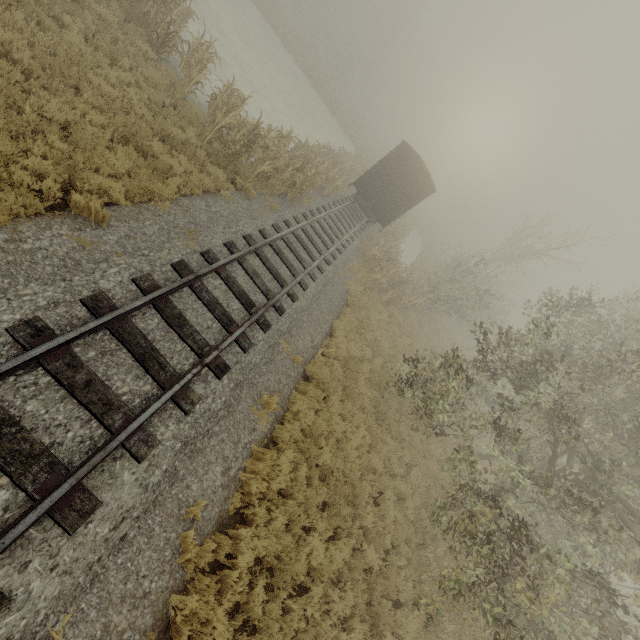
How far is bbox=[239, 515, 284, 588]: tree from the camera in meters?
5.7

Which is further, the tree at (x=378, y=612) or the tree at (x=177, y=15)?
the tree at (x=177, y=15)

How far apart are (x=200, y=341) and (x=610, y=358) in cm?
938

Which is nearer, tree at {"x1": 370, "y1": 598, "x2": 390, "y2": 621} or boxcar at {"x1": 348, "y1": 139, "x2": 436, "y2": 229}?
tree at {"x1": 370, "y1": 598, "x2": 390, "y2": 621}

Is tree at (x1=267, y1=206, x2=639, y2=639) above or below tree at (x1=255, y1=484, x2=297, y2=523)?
above

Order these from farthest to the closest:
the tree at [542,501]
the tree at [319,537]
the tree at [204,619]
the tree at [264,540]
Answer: the tree at [542,501]
the tree at [319,537]
the tree at [264,540]
the tree at [204,619]

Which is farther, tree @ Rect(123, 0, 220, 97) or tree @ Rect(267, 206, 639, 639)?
tree @ Rect(123, 0, 220, 97)

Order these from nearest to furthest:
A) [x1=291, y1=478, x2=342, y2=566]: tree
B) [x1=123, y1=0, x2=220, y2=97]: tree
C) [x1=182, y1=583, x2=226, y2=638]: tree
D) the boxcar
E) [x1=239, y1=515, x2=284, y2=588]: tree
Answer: [x1=182, y1=583, x2=226, y2=638]: tree < [x1=239, y1=515, x2=284, y2=588]: tree < [x1=291, y1=478, x2=342, y2=566]: tree < [x1=123, y1=0, x2=220, y2=97]: tree < the boxcar
